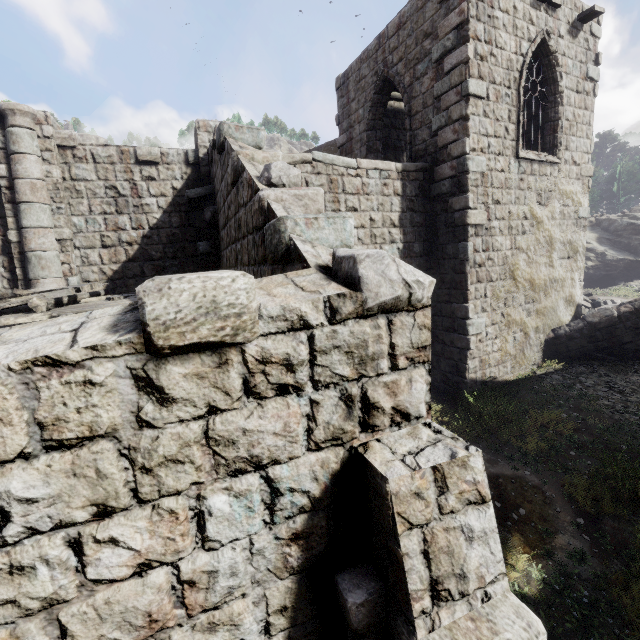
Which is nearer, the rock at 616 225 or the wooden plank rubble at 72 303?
the wooden plank rubble at 72 303

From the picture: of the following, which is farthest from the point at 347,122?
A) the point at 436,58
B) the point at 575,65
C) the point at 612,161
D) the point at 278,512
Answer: the point at 612,161

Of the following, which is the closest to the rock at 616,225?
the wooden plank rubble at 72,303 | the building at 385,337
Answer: the building at 385,337

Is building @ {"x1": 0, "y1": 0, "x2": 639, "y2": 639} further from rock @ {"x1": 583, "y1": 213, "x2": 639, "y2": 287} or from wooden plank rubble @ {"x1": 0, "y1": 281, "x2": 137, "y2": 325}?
rock @ {"x1": 583, "y1": 213, "x2": 639, "y2": 287}

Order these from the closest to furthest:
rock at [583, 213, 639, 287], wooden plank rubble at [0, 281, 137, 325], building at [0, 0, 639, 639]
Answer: building at [0, 0, 639, 639], wooden plank rubble at [0, 281, 137, 325], rock at [583, 213, 639, 287]

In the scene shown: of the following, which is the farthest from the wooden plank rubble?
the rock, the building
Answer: the rock
